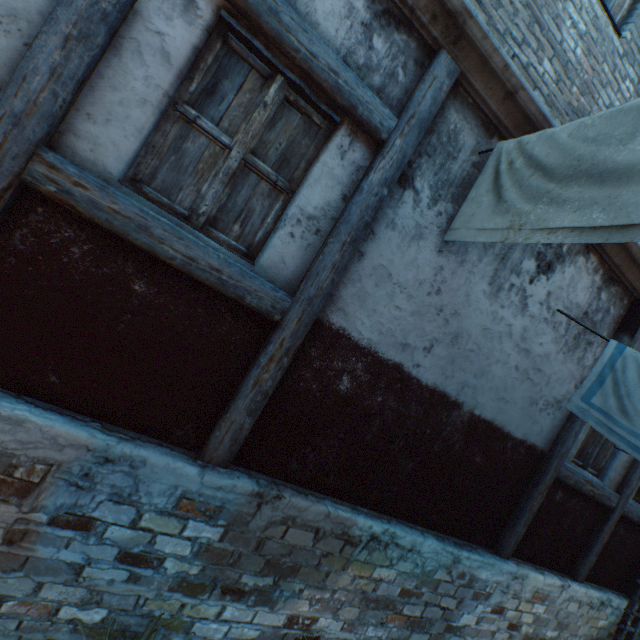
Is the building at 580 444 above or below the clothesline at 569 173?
below

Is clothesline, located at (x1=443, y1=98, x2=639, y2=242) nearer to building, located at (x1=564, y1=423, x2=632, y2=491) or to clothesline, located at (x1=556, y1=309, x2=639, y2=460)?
building, located at (x1=564, y1=423, x2=632, y2=491)

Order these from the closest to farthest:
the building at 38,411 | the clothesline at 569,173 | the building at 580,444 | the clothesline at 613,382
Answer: the clothesline at 569,173 → the building at 38,411 → the clothesline at 613,382 → the building at 580,444

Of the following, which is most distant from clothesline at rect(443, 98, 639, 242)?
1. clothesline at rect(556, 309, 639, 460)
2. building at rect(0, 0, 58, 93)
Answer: clothesline at rect(556, 309, 639, 460)

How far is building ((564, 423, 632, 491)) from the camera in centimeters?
436cm

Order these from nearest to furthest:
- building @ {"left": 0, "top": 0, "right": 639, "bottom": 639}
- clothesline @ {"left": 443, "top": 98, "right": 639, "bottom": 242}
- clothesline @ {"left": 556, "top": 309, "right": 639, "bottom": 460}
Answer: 1. clothesline @ {"left": 443, "top": 98, "right": 639, "bottom": 242}
2. building @ {"left": 0, "top": 0, "right": 639, "bottom": 639}
3. clothesline @ {"left": 556, "top": 309, "right": 639, "bottom": 460}

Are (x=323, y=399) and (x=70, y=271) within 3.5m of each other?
yes
